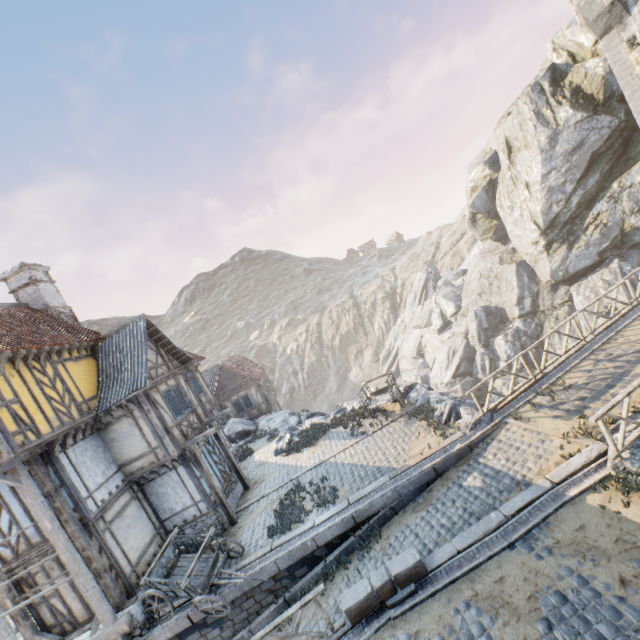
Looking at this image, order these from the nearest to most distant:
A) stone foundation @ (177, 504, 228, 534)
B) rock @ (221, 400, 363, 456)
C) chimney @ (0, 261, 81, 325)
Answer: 1. stone foundation @ (177, 504, 228, 534)
2. chimney @ (0, 261, 81, 325)
3. rock @ (221, 400, 363, 456)

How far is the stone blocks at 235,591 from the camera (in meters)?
10.23

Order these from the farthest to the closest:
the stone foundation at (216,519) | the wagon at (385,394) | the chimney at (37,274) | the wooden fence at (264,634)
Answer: the wagon at (385,394), the chimney at (37,274), the stone foundation at (216,519), the wooden fence at (264,634)

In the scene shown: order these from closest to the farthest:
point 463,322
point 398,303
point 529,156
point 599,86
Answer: point 599,86 < point 529,156 < point 463,322 < point 398,303

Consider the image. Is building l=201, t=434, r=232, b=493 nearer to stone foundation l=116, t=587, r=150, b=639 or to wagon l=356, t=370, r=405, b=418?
stone foundation l=116, t=587, r=150, b=639

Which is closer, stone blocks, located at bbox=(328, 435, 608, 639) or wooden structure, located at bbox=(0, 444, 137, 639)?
stone blocks, located at bbox=(328, 435, 608, 639)

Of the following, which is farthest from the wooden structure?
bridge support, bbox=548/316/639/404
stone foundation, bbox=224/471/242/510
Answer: bridge support, bbox=548/316/639/404

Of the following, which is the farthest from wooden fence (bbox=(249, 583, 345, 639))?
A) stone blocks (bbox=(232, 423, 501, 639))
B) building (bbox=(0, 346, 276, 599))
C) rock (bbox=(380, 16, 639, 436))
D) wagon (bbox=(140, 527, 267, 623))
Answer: rock (bbox=(380, 16, 639, 436))
